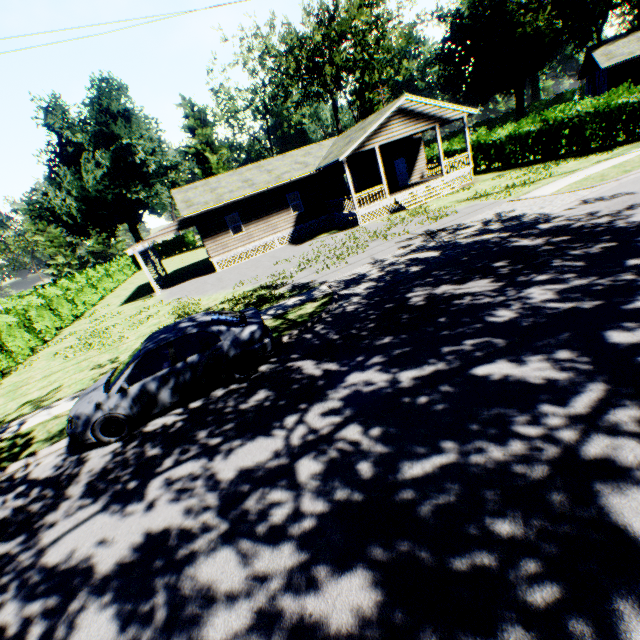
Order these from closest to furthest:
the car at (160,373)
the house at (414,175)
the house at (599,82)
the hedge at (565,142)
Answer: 1. the car at (160,373)
2. the hedge at (565,142)
3. the house at (414,175)
4. the house at (599,82)

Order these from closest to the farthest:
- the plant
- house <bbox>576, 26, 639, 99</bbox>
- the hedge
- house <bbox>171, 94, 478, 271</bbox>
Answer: → the hedge < house <bbox>171, 94, 478, 271</bbox> < house <bbox>576, 26, 639, 99</bbox> < the plant

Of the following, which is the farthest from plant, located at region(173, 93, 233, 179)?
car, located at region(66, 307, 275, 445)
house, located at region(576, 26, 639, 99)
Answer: car, located at region(66, 307, 275, 445)

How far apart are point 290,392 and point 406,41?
56.6m

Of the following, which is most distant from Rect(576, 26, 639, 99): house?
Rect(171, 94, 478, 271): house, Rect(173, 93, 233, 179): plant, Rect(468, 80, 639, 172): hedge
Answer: Rect(173, 93, 233, 179): plant

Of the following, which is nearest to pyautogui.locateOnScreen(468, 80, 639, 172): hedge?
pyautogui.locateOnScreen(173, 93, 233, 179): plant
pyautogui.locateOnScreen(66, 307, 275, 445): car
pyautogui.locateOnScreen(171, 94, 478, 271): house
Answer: pyautogui.locateOnScreen(171, 94, 478, 271): house

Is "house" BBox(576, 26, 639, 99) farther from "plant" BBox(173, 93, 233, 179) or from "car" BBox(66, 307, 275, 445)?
"plant" BBox(173, 93, 233, 179)

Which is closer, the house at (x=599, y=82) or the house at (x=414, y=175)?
the house at (x=414, y=175)
